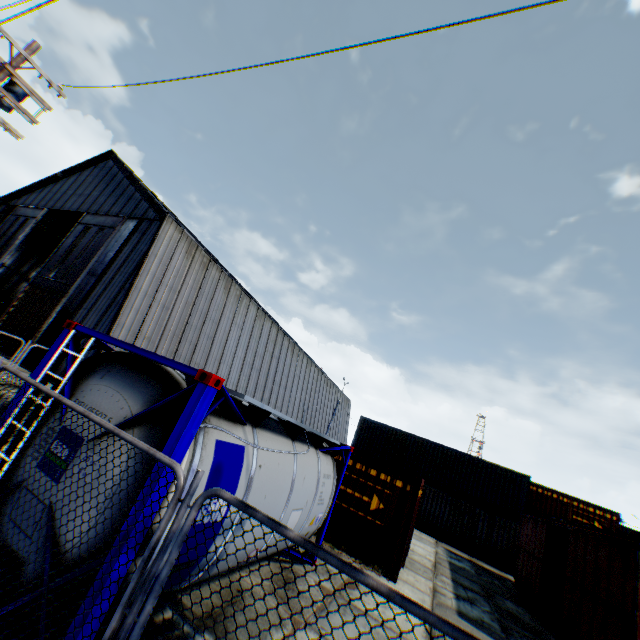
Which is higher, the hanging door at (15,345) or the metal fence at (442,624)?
the metal fence at (442,624)

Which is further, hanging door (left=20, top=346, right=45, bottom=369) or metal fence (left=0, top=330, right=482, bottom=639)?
hanging door (left=20, top=346, right=45, bottom=369)

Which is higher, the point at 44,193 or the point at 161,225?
the point at 44,193

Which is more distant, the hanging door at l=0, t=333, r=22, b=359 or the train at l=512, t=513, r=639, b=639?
the hanging door at l=0, t=333, r=22, b=359

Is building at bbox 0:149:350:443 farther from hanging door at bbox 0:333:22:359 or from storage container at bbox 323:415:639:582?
storage container at bbox 323:415:639:582

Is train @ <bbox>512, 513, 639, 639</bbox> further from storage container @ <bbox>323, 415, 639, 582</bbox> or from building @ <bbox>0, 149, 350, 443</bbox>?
building @ <bbox>0, 149, 350, 443</bbox>

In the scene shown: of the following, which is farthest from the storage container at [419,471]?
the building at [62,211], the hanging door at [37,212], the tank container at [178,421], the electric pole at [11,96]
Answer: the electric pole at [11,96]

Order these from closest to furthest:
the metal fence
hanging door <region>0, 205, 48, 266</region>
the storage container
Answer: the metal fence → the storage container → hanging door <region>0, 205, 48, 266</region>
